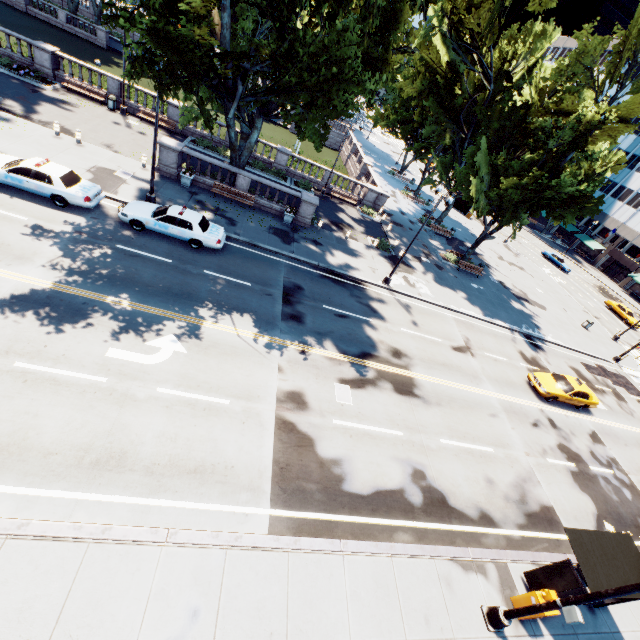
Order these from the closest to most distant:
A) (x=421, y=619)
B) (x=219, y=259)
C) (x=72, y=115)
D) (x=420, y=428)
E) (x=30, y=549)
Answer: (x=30, y=549)
(x=421, y=619)
(x=420, y=428)
(x=219, y=259)
(x=72, y=115)

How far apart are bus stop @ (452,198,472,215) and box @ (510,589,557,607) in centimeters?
5256cm

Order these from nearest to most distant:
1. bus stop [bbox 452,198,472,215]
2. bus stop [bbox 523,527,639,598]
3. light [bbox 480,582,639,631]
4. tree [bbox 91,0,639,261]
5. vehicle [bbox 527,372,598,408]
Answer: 1. light [bbox 480,582,639,631]
2. bus stop [bbox 523,527,639,598]
3. tree [bbox 91,0,639,261]
4. vehicle [bbox 527,372,598,408]
5. bus stop [bbox 452,198,472,215]

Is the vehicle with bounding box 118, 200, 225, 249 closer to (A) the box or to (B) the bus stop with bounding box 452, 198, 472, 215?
(A) the box

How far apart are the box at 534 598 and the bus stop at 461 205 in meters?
52.6 m

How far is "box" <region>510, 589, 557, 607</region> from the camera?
9.8 meters

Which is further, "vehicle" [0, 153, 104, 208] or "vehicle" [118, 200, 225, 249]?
"vehicle" [118, 200, 225, 249]

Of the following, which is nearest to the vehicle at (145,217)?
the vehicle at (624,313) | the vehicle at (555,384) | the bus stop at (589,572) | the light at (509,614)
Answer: the light at (509,614)
